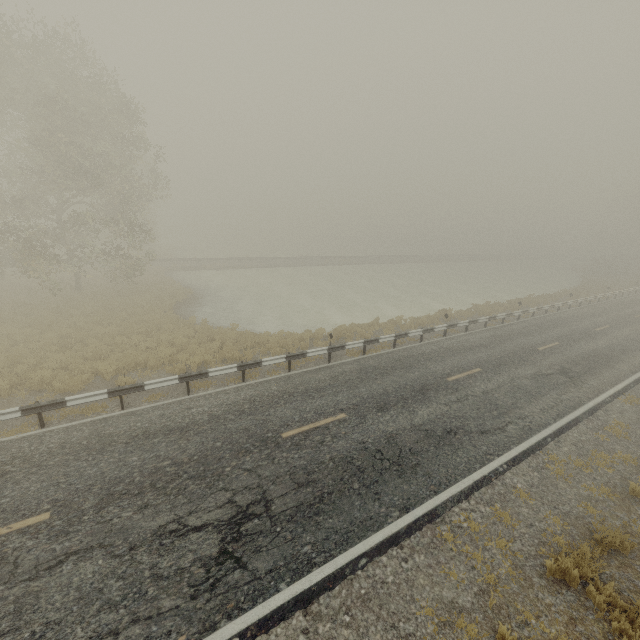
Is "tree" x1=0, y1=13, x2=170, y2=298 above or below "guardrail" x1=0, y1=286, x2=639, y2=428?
above

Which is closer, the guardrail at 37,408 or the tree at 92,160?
the guardrail at 37,408

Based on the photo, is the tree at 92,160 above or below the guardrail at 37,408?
above

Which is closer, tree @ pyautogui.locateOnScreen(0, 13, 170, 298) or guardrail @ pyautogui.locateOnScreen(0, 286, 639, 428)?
guardrail @ pyautogui.locateOnScreen(0, 286, 639, 428)

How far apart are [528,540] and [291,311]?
19.5m
